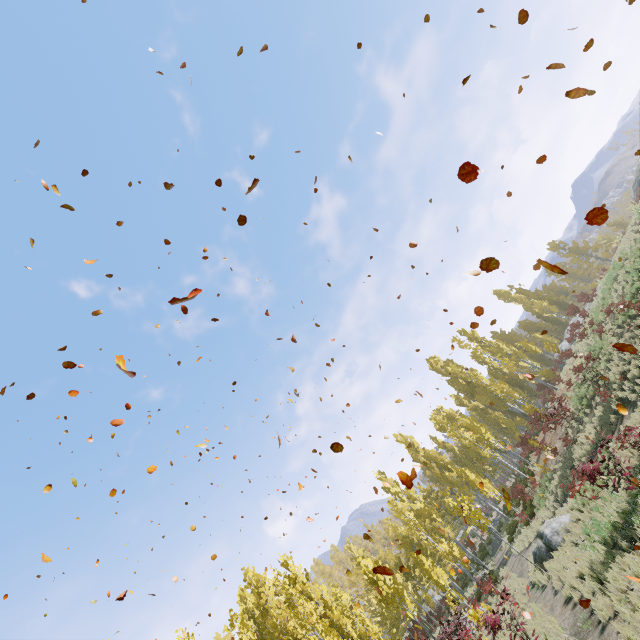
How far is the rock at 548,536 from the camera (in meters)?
14.73

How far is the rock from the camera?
14.73m

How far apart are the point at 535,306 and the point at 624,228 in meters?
11.8 m

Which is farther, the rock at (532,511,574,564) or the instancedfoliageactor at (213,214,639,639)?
the rock at (532,511,574,564)

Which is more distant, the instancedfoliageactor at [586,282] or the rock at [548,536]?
the rock at [548,536]
